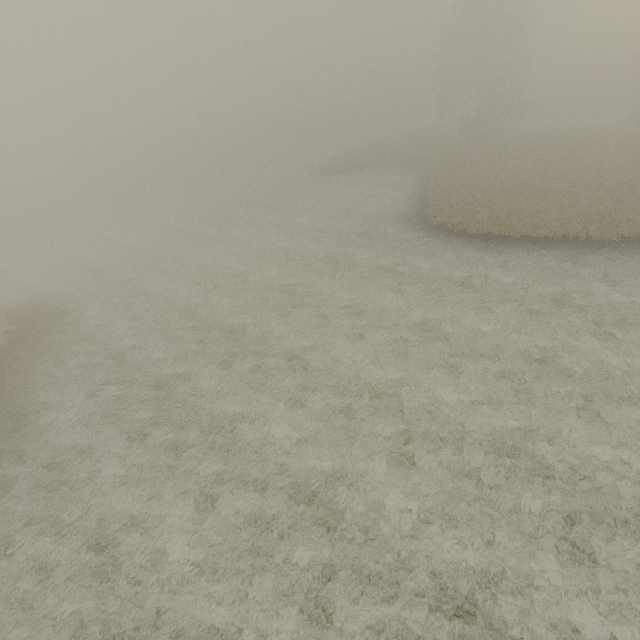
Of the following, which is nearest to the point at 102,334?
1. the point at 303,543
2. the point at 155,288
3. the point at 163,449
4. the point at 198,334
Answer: the point at 155,288
